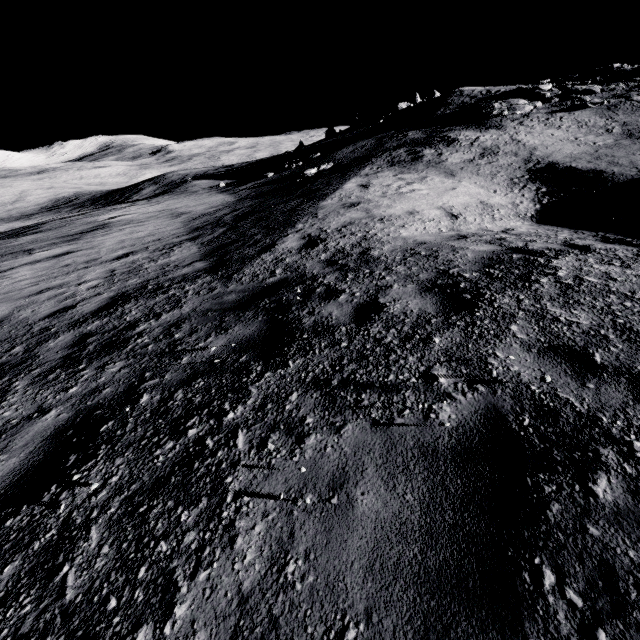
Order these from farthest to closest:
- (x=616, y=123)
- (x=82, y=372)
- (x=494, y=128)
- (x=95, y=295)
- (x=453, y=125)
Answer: (x=453, y=125)
(x=494, y=128)
(x=616, y=123)
(x=95, y=295)
(x=82, y=372)
